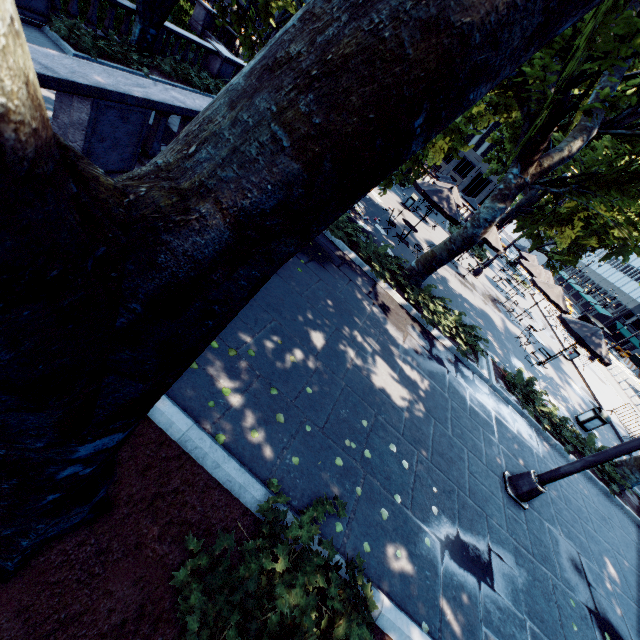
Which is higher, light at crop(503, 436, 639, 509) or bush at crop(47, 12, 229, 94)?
light at crop(503, 436, 639, 509)

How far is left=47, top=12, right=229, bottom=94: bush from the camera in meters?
11.1 m

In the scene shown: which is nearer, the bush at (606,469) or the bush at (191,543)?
the bush at (191,543)

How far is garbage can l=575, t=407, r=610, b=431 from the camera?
13.0m

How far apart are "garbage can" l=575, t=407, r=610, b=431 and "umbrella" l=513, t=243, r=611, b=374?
6.6m

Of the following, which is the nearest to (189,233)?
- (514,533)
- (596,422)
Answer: (514,533)

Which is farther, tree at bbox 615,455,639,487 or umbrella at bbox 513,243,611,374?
umbrella at bbox 513,243,611,374

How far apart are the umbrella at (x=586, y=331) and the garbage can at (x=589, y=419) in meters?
6.6
